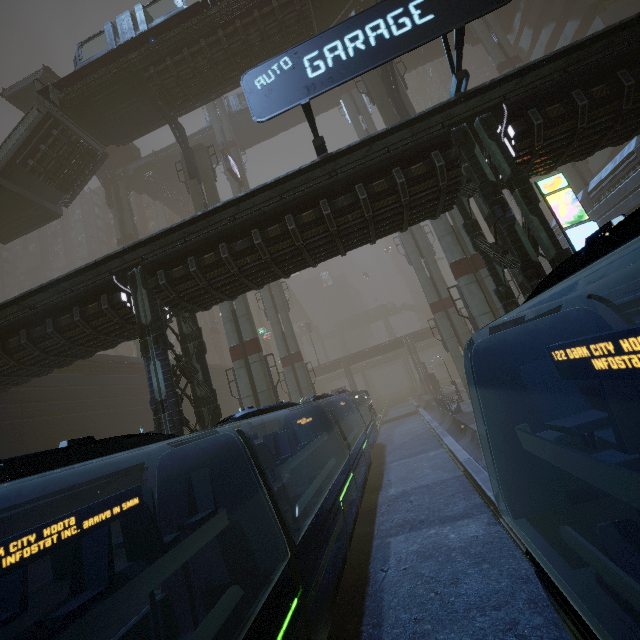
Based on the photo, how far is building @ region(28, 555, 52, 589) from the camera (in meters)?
16.61

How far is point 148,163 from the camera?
42.7 meters

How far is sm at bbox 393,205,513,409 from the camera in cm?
1888

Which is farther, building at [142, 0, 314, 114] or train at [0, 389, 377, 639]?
building at [142, 0, 314, 114]

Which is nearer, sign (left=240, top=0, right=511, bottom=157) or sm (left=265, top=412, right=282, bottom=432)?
sign (left=240, top=0, right=511, bottom=157)

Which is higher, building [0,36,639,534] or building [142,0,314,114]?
building [142,0,314,114]

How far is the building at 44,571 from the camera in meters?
16.6

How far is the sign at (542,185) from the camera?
9.7m
